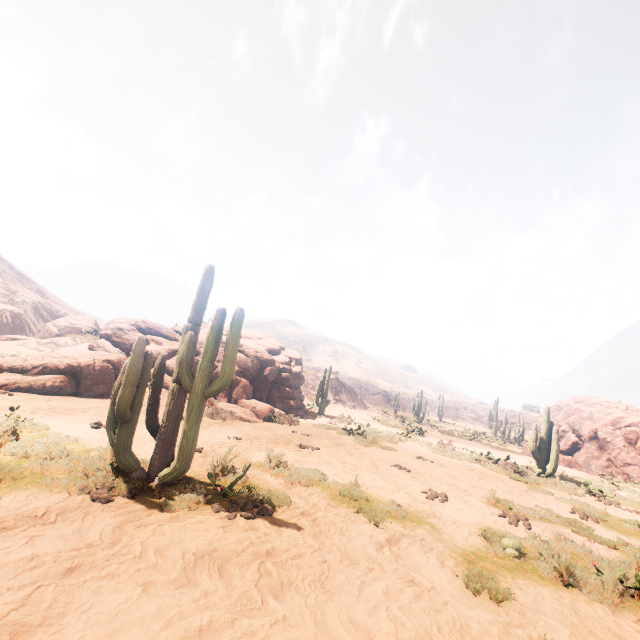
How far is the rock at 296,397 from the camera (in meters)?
14.38

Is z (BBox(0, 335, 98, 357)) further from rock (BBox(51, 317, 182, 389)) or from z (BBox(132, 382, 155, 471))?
z (BBox(132, 382, 155, 471))

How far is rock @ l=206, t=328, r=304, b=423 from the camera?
14.4 meters

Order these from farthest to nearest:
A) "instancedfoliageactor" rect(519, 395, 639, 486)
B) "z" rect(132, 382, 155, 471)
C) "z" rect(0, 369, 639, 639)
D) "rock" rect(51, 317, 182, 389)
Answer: "rock" rect(51, 317, 182, 389)
"instancedfoliageactor" rect(519, 395, 639, 486)
"z" rect(132, 382, 155, 471)
"z" rect(0, 369, 639, 639)

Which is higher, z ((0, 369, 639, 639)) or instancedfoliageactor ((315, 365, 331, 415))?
instancedfoliageactor ((315, 365, 331, 415))

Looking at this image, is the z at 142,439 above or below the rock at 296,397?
below

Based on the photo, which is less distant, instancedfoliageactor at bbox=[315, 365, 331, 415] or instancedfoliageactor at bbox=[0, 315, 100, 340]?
instancedfoliageactor at bbox=[0, 315, 100, 340]

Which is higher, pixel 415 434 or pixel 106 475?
pixel 415 434
